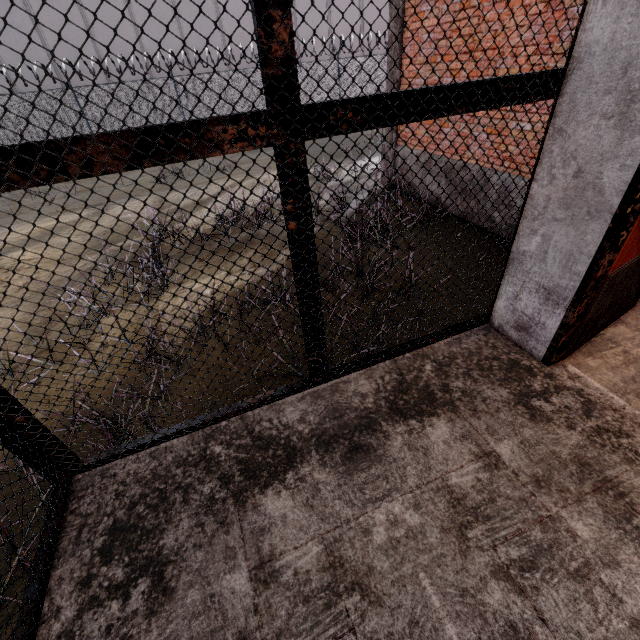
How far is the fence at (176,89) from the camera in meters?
14.2

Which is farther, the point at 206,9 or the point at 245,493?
the point at 206,9

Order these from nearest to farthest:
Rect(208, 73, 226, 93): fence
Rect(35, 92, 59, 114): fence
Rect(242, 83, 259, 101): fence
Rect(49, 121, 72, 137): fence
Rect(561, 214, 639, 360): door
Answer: Rect(561, 214, 639, 360): door, Rect(35, 92, 59, 114): fence, Rect(49, 121, 72, 137): fence, Rect(208, 73, 226, 93): fence, Rect(242, 83, 259, 101): fence

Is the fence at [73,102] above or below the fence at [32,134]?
above

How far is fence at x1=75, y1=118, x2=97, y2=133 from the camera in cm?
1385

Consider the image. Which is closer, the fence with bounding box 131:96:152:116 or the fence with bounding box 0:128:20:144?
the fence with bounding box 0:128:20:144
